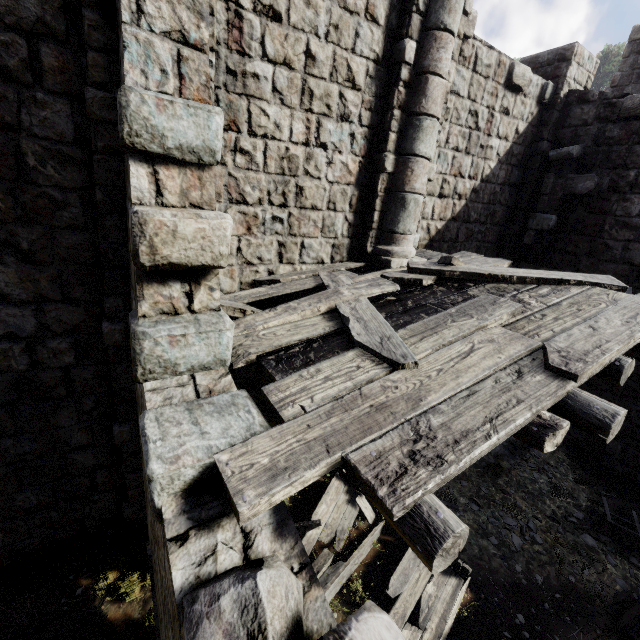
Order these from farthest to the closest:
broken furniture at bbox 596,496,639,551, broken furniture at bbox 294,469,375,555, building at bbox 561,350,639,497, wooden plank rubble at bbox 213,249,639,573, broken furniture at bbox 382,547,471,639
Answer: building at bbox 561,350,639,497
broken furniture at bbox 596,496,639,551
broken furniture at bbox 294,469,375,555
broken furniture at bbox 382,547,471,639
wooden plank rubble at bbox 213,249,639,573

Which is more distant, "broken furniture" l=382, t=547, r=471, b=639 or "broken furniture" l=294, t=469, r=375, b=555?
"broken furniture" l=294, t=469, r=375, b=555

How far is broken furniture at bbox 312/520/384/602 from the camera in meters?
4.9

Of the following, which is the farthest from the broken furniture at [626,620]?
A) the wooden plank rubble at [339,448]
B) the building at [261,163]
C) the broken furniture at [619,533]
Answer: the wooden plank rubble at [339,448]

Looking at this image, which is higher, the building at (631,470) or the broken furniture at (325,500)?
the building at (631,470)

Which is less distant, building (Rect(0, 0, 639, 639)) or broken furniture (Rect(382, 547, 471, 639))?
building (Rect(0, 0, 639, 639))

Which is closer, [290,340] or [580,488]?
[290,340]

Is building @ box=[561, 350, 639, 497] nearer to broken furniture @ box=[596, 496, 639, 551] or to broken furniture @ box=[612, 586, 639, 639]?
broken furniture @ box=[612, 586, 639, 639]
